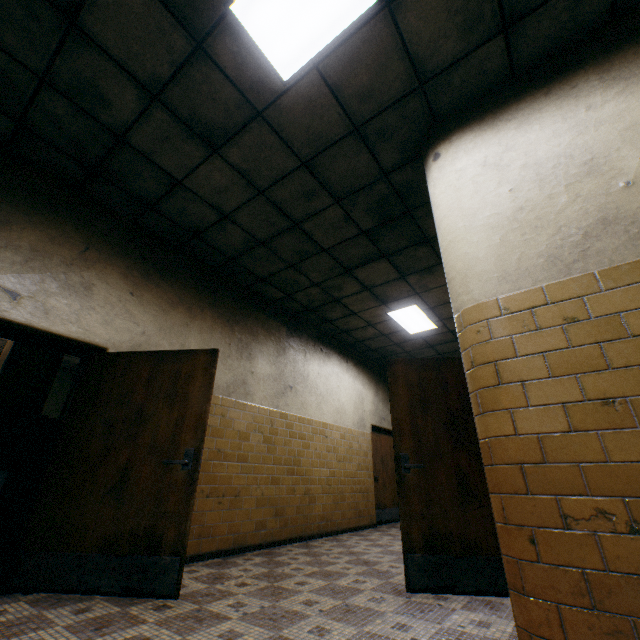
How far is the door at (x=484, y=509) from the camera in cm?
277

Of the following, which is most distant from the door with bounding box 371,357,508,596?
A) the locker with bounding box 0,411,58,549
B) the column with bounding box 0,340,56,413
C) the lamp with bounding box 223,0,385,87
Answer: the column with bounding box 0,340,56,413

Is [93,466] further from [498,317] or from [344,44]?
[344,44]

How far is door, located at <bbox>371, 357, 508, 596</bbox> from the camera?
2.8 meters

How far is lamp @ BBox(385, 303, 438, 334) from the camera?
6.46m

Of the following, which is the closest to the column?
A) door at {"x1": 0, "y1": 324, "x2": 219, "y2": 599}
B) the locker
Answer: the locker

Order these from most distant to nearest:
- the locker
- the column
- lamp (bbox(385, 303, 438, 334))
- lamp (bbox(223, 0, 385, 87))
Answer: lamp (bbox(385, 303, 438, 334)) < the column < the locker < lamp (bbox(223, 0, 385, 87))

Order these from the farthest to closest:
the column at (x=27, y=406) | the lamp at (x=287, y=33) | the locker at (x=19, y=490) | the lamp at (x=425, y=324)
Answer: the lamp at (x=425, y=324) < the column at (x=27, y=406) < the locker at (x=19, y=490) < the lamp at (x=287, y=33)
